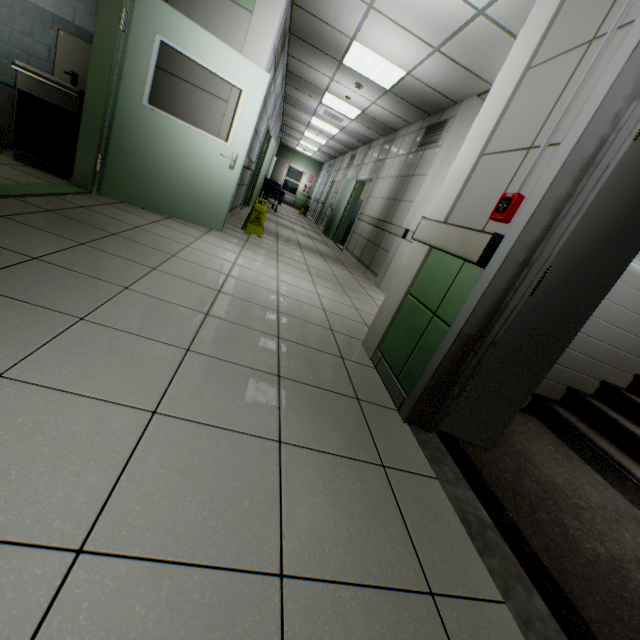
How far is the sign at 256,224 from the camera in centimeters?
541cm

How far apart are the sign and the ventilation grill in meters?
3.2 m

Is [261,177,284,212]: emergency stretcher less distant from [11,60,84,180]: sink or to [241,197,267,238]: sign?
[241,197,267,238]: sign

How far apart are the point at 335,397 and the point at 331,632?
1.1m

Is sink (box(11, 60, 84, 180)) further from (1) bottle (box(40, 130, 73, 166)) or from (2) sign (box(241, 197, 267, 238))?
(2) sign (box(241, 197, 267, 238))

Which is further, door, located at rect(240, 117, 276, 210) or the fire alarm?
door, located at rect(240, 117, 276, 210)

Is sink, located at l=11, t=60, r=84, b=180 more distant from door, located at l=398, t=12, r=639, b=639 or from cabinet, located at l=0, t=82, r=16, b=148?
door, located at l=398, t=12, r=639, b=639

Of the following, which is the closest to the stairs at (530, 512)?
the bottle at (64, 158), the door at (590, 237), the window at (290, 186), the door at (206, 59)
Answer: the door at (590, 237)
